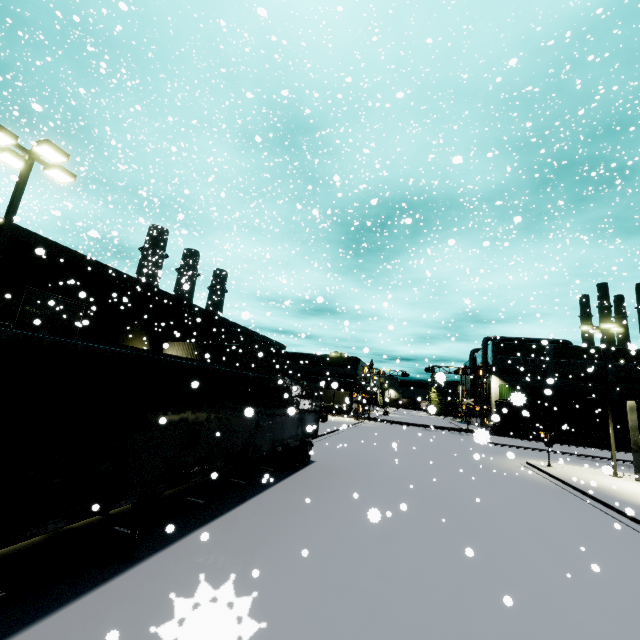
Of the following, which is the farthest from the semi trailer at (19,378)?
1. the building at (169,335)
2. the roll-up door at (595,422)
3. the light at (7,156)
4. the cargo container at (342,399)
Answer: the roll-up door at (595,422)

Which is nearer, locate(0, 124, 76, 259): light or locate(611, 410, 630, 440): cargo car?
locate(0, 124, 76, 259): light

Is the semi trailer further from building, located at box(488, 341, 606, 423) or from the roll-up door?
the roll-up door

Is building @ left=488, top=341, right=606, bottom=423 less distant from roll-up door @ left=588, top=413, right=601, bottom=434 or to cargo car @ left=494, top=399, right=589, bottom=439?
roll-up door @ left=588, top=413, right=601, bottom=434

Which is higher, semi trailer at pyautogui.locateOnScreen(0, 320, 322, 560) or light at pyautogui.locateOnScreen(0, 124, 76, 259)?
light at pyautogui.locateOnScreen(0, 124, 76, 259)

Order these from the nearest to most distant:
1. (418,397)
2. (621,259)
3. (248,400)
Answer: (248,400) < (418,397) < (621,259)

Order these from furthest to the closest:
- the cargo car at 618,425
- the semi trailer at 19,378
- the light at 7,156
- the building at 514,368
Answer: the building at 514,368, the cargo car at 618,425, the light at 7,156, the semi trailer at 19,378

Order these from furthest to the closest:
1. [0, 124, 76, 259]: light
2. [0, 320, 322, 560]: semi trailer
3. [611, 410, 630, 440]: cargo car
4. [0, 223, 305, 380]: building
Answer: [611, 410, 630, 440]: cargo car → [0, 223, 305, 380]: building → [0, 124, 76, 259]: light → [0, 320, 322, 560]: semi trailer
